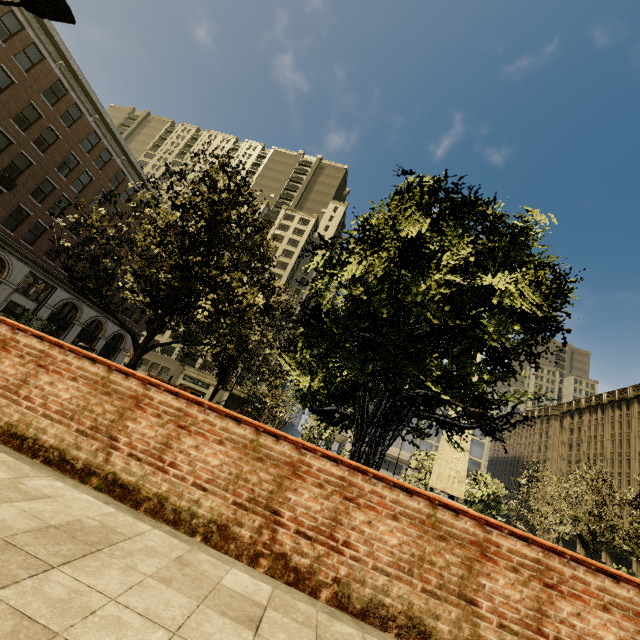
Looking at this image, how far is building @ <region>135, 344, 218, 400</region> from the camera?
52.88m

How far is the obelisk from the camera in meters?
17.8 m

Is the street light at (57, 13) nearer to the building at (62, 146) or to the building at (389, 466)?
the building at (62, 146)

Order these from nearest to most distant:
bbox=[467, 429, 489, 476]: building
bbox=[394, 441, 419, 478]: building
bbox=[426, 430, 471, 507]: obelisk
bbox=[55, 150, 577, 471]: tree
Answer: bbox=[55, 150, 577, 471]: tree < bbox=[426, 430, 471, 507]: obelisk < bbox=[467, 429, 489, 476]: building < bbox=[394, 441, 419, 478]: building

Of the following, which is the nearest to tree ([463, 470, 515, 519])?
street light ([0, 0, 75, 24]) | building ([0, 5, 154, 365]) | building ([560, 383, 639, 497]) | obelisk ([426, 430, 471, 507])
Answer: building ([0, 5, 154, 365])

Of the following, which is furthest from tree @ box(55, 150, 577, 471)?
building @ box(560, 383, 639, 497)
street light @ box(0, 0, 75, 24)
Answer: building @ box(560, 383, 639, 497)

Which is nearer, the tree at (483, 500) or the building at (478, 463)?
the tree at (483, 500)

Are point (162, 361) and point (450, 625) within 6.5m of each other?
no
